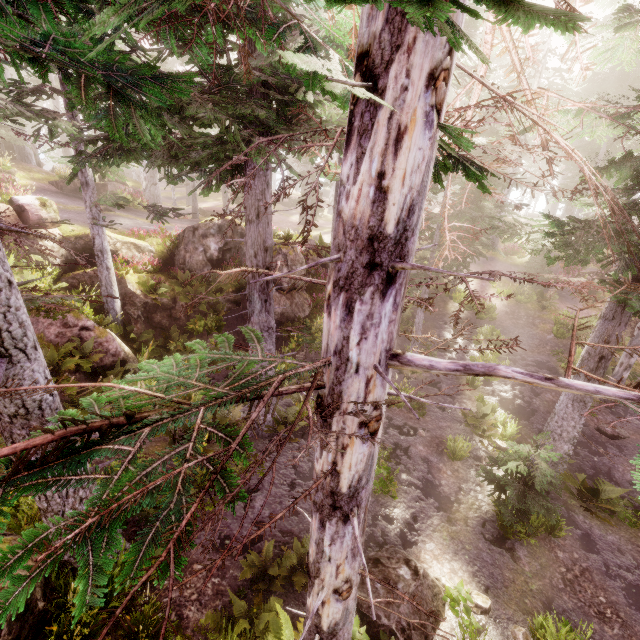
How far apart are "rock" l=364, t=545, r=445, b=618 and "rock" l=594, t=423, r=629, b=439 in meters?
10.1

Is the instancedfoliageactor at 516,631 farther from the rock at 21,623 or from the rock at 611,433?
the rock at 611,433

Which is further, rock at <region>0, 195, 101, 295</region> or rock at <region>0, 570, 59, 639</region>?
rock at <region>0, 195, 101, 295</region>

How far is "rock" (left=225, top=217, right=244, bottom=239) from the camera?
17.9 meters

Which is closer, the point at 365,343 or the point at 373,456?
the point at 365,343

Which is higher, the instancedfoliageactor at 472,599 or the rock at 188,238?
the rock at 188,238

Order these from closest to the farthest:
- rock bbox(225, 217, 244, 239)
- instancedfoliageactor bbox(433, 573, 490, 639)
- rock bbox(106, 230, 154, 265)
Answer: instancedfoliageactor bbox(433, 573, 490, 639)
rock bbox(106, 230, 154, 265)
rock bbox(225, 217, 244, 239)
